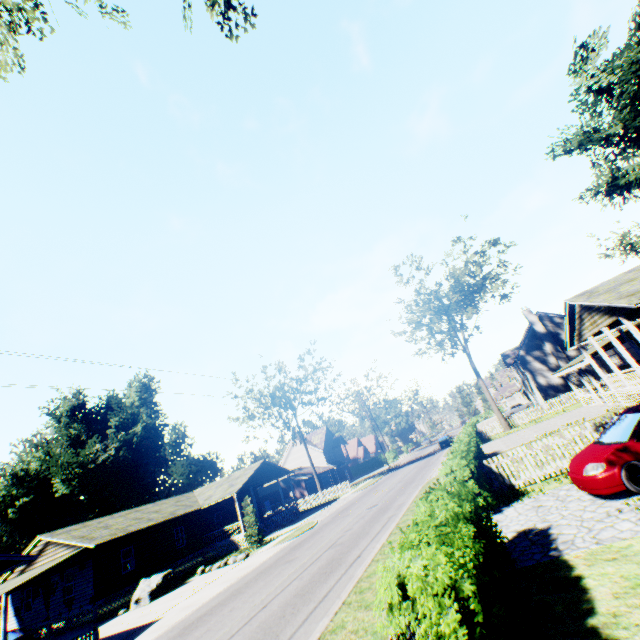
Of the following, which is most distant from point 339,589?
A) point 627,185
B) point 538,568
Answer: point 627,185

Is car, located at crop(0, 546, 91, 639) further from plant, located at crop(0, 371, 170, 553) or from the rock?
plant, located at crop(0, 371, 170, 553)

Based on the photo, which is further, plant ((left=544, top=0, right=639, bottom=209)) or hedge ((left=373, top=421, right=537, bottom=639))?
plant ((left=544, top=0, right=639, bottom=209))

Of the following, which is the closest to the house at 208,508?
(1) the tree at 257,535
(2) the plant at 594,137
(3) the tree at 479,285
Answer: (1) the tree at 257,535

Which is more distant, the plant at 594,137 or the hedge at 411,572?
the plant at 594,137

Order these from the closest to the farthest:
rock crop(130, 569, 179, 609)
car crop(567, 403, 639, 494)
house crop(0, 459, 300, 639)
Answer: car crop(567, 403, 639, 494)
rock crop(130, 569, 179, 609)
house crop(0, 459, 300, 639)

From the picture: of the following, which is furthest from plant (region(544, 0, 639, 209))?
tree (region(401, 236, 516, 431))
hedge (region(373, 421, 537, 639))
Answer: hedge (region(373, 421, 537, 639))

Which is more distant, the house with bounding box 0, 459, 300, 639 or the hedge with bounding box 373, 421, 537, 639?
the house with bounding box 0, 459, 300, 639
